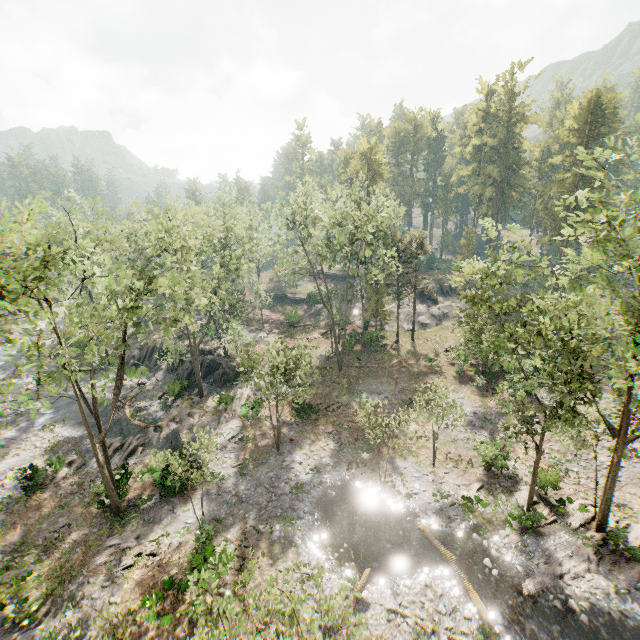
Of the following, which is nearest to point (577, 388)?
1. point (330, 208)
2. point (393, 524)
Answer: point (393, 524)

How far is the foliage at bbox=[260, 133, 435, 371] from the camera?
30.52m

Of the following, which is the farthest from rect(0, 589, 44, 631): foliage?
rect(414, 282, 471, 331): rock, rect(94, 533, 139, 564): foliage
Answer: rect(94, 533, 139, 564): foliage

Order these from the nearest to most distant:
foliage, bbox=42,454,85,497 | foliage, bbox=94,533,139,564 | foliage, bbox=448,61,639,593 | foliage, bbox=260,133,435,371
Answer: foliage, bbox=448,61,639,593 → foliage, bbox=94,533,139,564 → foliage, bbox=42,454,85,497 → foliage, bbox=260,133,435,371

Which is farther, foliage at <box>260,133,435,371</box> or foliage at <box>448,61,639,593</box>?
foliage at <box>260,133,435,371</box>

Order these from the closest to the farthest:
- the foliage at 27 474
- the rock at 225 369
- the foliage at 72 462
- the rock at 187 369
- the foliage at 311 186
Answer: the foliage at 27 474 → the foliage at 72 462 → the foliage at 311 186 → the rock at 225 369 → the rock at 187 369

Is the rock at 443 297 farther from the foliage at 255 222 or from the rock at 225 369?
the rock at 225 369

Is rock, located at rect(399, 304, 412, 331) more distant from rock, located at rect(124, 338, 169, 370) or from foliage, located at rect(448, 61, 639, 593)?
rock, located at rect(124, 338, 169, 370)
